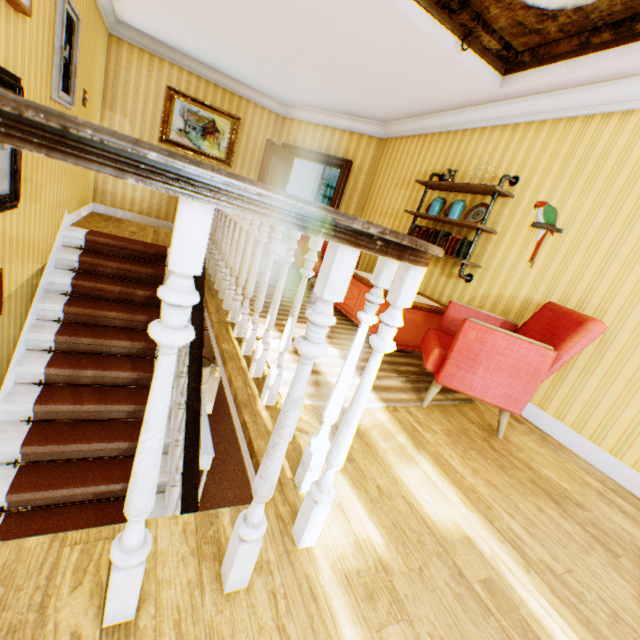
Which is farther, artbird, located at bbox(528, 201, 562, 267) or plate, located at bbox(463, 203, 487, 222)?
plate, located at bbox(463, 203, 487, 222)

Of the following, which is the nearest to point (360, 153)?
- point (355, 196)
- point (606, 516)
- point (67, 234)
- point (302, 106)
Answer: point (355, 196)

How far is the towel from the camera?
11.7m

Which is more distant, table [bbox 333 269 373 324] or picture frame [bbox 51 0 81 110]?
table [bbox 333 269 373 324]

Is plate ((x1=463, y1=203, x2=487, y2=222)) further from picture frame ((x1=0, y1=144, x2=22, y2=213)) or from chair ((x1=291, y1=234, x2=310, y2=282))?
picture frame ((x1=0, y1=144, x2=22, y2=213))

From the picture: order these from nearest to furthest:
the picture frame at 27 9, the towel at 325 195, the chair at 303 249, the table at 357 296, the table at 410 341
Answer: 1. the picture frame at 27 9
2. the table at 410 341
3. the table at 357 296
4. the chair at 303 249
5. the towel at 325 195

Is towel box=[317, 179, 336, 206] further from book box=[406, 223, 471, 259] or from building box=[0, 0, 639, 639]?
book box=[406, 223, 471, 259]

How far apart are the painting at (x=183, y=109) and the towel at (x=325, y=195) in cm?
537
